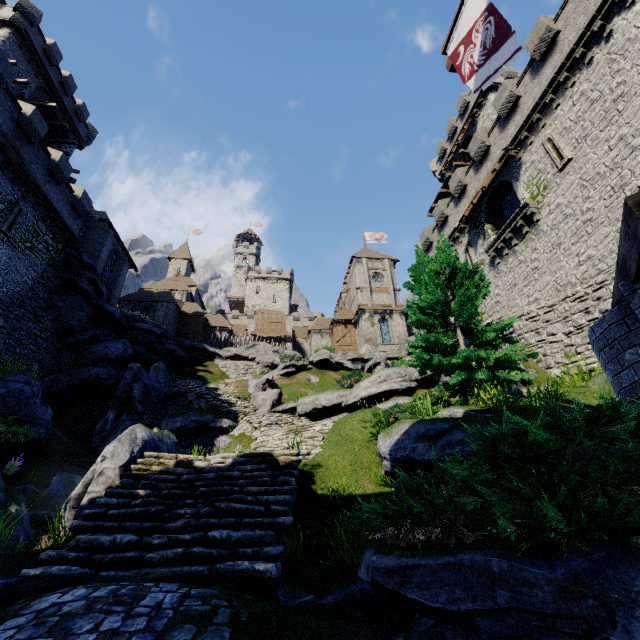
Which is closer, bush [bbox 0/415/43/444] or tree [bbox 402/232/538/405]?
tree [bbox 402/232/538/405]

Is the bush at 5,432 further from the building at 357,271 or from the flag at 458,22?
the building at 357,271

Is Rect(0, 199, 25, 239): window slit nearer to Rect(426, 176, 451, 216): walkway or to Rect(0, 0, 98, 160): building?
Rect(0, 0, 98, 160): building

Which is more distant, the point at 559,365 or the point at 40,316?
the point at 40,316

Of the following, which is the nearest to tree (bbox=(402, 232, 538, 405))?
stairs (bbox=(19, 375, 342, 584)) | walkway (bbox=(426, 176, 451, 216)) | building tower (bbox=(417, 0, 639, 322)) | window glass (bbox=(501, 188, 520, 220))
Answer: stairs (bbox=(19, 375, 342, 584))

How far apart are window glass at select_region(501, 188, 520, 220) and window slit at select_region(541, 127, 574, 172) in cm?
282

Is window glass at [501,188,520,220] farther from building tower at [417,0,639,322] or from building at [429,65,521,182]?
building at [429,65,521,182]

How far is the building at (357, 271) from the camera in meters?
31.2 m
